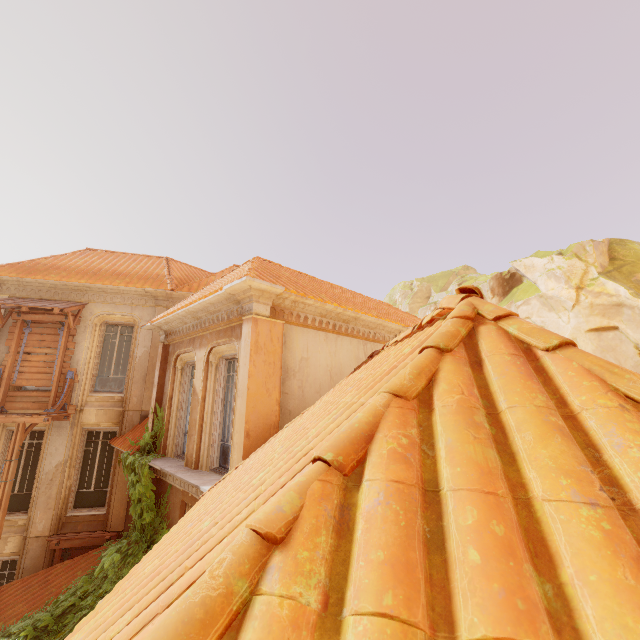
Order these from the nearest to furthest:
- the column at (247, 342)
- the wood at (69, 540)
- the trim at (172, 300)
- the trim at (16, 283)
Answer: the column at (247, 342) → the wood at (69, 540) → the trim at (16, 283) → the trim at (172, 300)

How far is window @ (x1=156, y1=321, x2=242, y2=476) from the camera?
7.5m

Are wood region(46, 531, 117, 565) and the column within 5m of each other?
no

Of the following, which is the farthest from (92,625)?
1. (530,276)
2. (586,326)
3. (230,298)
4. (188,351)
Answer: (530,276)

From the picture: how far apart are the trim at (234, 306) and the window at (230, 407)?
0.0m

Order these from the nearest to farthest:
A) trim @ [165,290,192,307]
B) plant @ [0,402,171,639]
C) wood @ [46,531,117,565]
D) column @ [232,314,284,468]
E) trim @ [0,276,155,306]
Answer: column @ [232,314,284,468], plant @ [0,402,171,639], wood @ [46,531,117,565], trim @ [0,276,155,306], trim @ [165,290,192,307]

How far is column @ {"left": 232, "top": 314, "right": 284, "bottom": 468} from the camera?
6.06m

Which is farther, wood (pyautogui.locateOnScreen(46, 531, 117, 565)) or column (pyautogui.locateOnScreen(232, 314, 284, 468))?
wood (pyautogui.locateOnScreen(46, 531, 117, 565))
